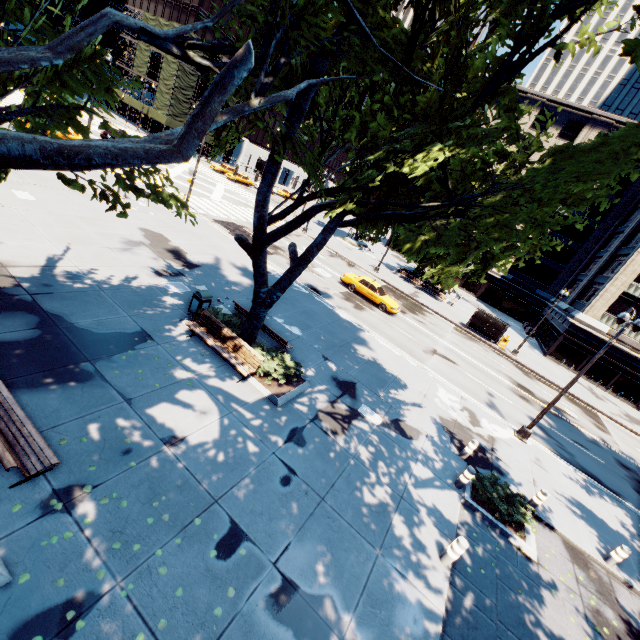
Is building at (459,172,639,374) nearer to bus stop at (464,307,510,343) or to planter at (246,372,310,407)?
bus stop at (464,307,510,343)

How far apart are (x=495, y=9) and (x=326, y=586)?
15.1 meters

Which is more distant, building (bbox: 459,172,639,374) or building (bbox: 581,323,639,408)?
building (bbox: 459,172,639,374)

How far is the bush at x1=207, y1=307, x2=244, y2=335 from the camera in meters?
12.1 m

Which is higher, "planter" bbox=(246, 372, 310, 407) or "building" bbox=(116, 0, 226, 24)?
"building" bbox=(116, 0, 226, 24)

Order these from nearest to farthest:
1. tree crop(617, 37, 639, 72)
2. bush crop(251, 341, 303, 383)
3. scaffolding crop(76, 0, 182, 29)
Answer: tree crop(617, 37, 639, 72) → bush crop(251, 341, 303, 383) → scaffolding crop(76, 0, 182, 29)

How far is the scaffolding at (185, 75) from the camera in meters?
47.8

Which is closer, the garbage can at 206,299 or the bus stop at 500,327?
the garbage can at 206,299
